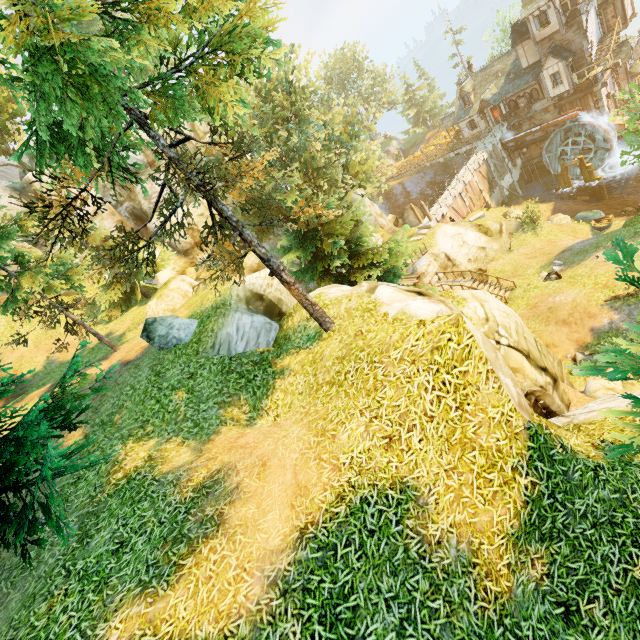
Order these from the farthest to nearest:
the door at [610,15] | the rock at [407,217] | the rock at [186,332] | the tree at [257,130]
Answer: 1. the rock at [407,217]
2. the door at [610,15]
3. the rock at [186,332]
4. the tree at [257,130]

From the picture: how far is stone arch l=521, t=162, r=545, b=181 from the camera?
40.88m

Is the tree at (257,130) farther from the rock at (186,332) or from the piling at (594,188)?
the piling at (594,188)

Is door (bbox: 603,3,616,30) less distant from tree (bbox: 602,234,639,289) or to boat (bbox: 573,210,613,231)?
tree (bbox: 602,234,639,289)

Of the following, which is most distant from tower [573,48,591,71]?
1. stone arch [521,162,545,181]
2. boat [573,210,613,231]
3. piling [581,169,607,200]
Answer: boat [573,210,613,231]

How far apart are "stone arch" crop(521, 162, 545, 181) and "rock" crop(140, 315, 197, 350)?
47.20m

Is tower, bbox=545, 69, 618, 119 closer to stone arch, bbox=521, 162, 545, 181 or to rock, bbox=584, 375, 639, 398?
stone arch, bbox=521, 162, 545, 181

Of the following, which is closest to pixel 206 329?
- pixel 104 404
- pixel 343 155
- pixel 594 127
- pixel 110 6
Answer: pixel 104 404
